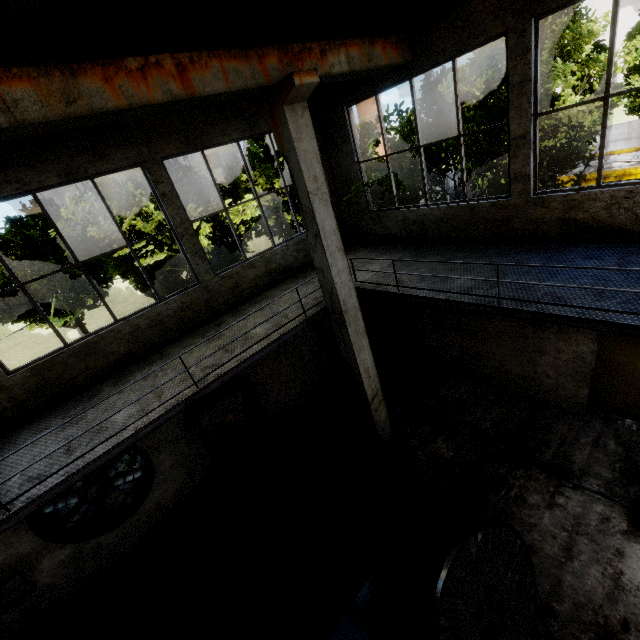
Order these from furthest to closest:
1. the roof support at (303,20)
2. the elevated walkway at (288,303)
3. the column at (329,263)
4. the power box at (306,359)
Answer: the power box at (306,359)
the roof support at (303,20)
the column at (329,263)
the elevated walkway at (288,303)

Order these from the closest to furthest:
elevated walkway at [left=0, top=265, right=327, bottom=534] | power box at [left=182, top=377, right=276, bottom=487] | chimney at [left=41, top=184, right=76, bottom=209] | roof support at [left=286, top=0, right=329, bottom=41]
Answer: elevated walkway at [left=0, top=265, right=327, bottom=534] → roof support at [left=286, top=0, right=329, bottom=41] → power box at [left=182, top=377, right=276, bottom=487] → chimney at [left=41, top=184, right=76, bottom=209]

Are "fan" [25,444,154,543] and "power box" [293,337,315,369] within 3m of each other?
no

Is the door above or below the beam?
below

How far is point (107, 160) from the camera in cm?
591

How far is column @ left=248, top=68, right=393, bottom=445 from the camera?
4.8m

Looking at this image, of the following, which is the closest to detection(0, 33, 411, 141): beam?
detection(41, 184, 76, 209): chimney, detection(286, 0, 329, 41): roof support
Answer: detection(286, 0, 329, 41): roof support

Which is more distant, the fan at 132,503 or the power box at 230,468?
the power box at 230,468
